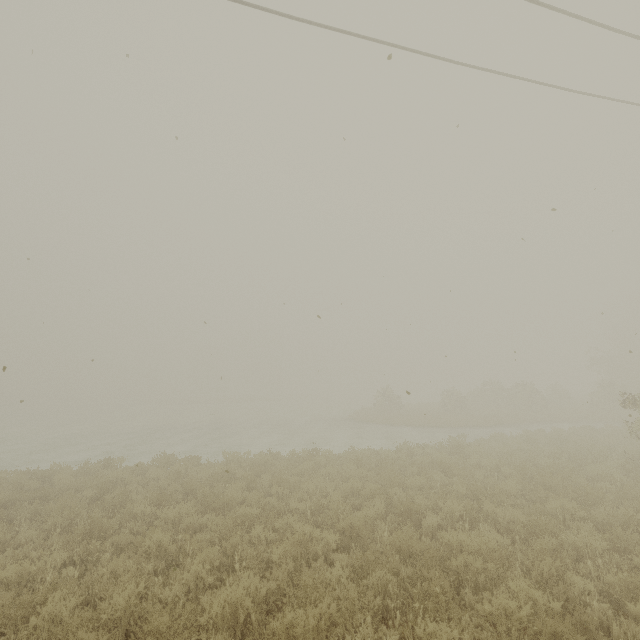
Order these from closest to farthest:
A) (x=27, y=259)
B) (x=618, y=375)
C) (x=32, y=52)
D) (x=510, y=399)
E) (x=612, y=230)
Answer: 1. (x=32, y=52)
2. (x=27, y=259)
3. (x=612, y=230)
4. (x=510, y=399)
5. (x=618, y=375)
